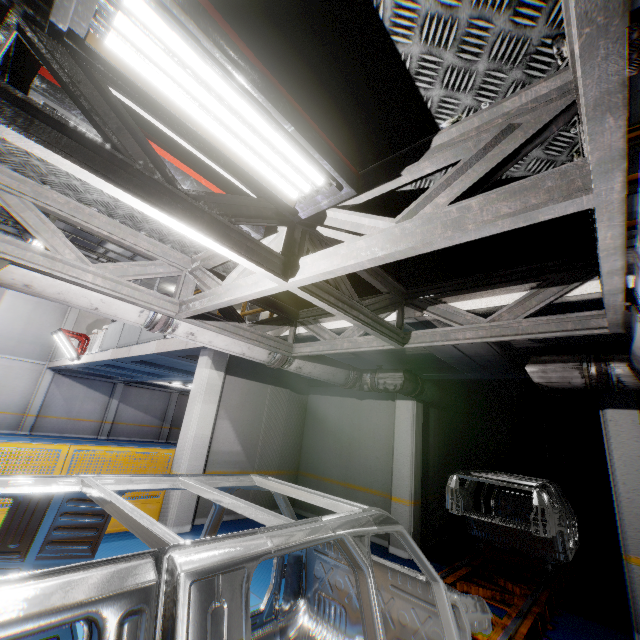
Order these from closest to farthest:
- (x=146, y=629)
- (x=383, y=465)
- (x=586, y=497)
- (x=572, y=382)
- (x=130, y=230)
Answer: (x=146, y=629)
(x=130, y=230)
(x=572, y=382)
(x=383, y=465)
(x=586, y=497)

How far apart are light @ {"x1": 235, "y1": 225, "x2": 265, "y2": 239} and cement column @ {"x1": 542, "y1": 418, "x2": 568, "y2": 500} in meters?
14.1 m

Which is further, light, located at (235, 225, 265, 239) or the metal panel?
the metal panel

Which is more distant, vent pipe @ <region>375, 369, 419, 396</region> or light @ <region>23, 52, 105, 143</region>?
vent pipe @ <region>375, 369, 419, 396</region>

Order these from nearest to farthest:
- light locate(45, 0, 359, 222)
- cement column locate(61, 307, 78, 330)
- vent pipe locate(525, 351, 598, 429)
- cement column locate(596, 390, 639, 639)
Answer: light locate(45, 0, 359, 222) < vent pipe locate(525, 351, 598, 429) < cement column locate(596, 390, 639, 639) < cement column locate(61, 307, 78, 330)

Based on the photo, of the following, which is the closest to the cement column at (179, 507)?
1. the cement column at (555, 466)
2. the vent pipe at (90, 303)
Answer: the vent pipe at (90, 303)

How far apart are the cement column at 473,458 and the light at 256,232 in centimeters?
1038cm

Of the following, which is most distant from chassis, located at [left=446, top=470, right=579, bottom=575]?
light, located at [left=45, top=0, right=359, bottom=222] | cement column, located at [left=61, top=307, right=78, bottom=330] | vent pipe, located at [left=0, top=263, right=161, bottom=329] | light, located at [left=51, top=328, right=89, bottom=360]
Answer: cement column, located at [left=61, top=307, right=78, bottom=330]
